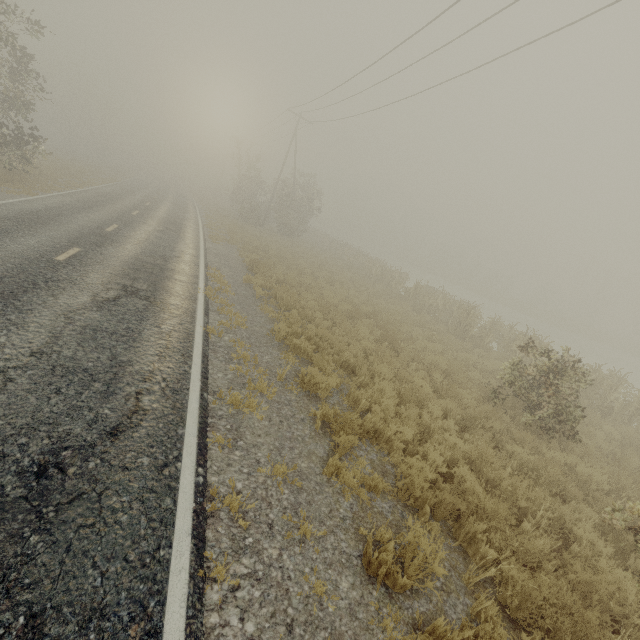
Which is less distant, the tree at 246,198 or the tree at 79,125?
the tree at 79,125

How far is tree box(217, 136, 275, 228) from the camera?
32.4 meters

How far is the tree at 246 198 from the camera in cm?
3244

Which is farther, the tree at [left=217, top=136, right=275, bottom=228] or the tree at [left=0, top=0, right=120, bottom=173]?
the tree at [left=217, top=136, right=275, bottom=228]

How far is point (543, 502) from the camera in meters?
5.6 m
